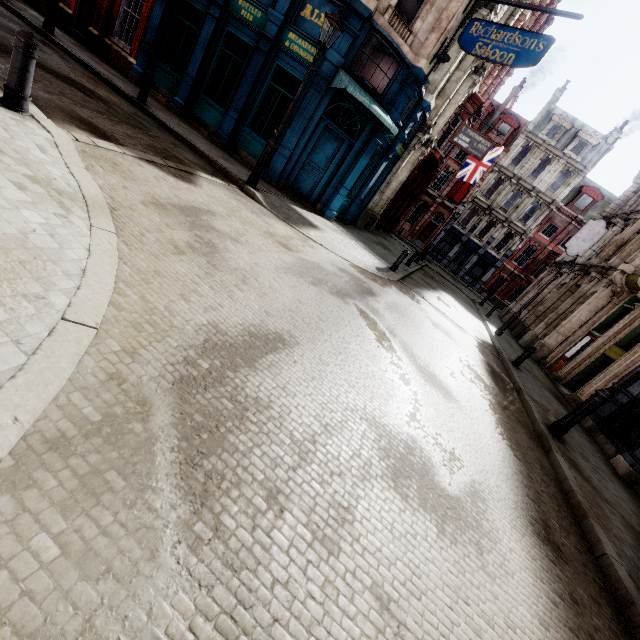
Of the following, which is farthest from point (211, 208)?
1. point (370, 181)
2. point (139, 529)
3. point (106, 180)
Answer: point (370, 181)

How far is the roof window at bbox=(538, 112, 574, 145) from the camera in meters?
34.5 m

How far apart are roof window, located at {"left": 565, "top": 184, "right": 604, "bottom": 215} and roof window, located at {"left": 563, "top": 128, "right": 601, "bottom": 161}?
2.4m

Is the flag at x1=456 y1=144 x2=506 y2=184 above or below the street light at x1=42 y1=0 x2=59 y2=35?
above

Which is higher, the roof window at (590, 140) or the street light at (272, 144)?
the roof window at (590, 140)

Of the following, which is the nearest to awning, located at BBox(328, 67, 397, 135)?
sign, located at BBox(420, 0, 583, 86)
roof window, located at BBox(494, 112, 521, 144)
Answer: sign, located at BBox(420, 0, 583, 86)

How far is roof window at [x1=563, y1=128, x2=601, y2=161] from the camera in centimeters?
3397cm

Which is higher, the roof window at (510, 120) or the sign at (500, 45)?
the roof window at (510, 120)
